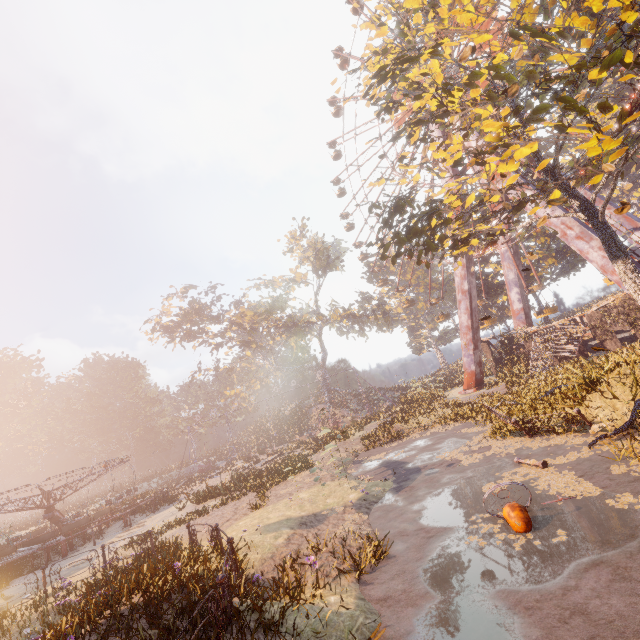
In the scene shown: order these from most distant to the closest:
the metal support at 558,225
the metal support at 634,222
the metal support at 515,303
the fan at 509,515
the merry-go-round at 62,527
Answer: the metal support at 515,303, the metal support at 634,222, the metal support at 558,225, the merry-go-round at 62,527, the fan at 509,515

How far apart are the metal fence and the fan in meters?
5.7

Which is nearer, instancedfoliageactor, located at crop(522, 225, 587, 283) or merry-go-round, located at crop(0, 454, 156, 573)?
merry-go-round, located at crop(0, 454, 156, 573)

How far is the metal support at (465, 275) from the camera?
28.0m

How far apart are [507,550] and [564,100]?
10.8 meters

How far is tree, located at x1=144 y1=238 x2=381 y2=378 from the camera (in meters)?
45.97

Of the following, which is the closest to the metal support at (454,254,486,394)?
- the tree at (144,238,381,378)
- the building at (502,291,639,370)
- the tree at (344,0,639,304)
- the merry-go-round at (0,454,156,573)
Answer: the building at (502,291,639,370)

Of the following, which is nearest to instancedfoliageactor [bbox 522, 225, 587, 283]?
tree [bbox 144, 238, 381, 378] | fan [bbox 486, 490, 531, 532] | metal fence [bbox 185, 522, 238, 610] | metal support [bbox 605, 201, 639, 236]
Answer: metal support [bbox 605, 201, 639, 236]
